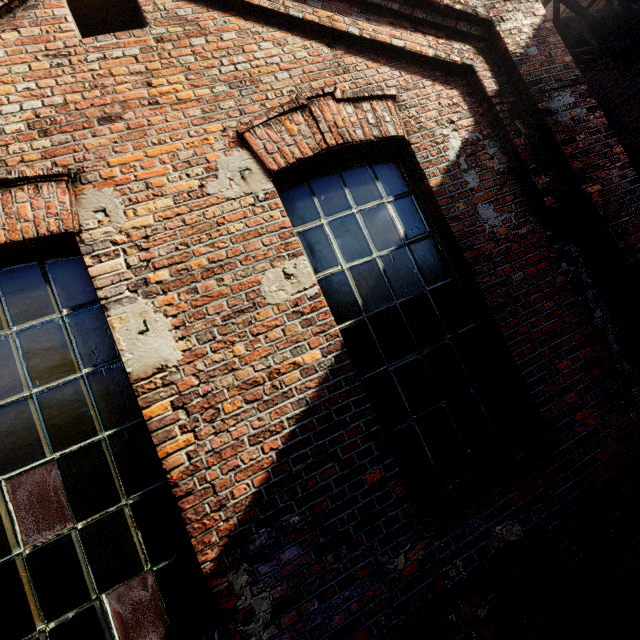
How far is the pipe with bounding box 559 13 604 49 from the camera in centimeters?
568cm

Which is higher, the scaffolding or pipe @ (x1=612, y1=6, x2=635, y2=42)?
the scaffolding

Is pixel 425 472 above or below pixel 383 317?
below

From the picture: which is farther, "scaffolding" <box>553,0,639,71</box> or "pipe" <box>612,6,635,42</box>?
"pipe" <box>612,6,635,42</box>

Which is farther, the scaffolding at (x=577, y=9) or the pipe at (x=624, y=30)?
the pipe at (x=624, y=30)

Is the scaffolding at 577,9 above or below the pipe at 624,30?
above
